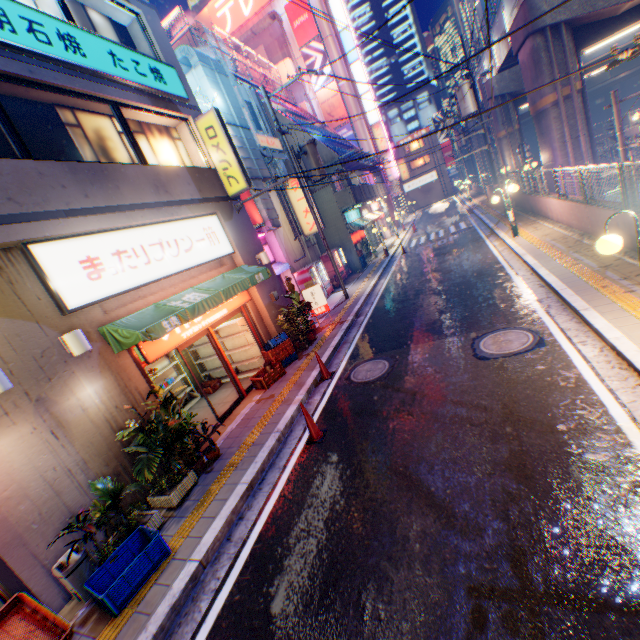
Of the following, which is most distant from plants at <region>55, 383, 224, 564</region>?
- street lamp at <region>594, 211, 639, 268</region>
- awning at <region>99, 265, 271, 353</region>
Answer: street lamp at <region>594, 211, 639, 268</region>

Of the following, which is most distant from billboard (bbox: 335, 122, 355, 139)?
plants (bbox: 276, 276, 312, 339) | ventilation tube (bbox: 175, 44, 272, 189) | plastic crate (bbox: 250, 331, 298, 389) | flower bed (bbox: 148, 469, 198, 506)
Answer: flower bed (bbox: 148, 469, 198, 506)

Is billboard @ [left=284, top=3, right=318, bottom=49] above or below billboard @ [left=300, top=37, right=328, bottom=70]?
above

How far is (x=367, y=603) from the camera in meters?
3.5 m

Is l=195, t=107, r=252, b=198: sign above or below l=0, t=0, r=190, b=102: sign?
below

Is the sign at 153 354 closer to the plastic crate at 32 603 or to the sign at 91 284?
the sign at 91 284

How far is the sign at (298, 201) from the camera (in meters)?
18.31

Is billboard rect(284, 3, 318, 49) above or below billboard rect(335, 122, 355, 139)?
above
